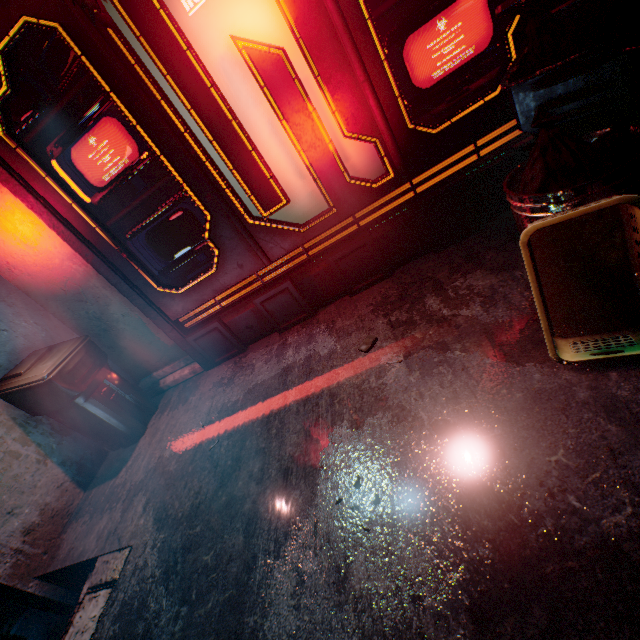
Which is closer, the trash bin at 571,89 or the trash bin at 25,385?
the trash bin at 571,89

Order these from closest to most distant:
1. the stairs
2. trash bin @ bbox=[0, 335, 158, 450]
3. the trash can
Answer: the trash can, the stairs, trash bin @ bbox=[0, 335, 158, 450]

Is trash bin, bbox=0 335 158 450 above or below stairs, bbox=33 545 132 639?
above

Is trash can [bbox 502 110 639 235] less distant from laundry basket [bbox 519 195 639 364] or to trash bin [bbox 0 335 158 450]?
laundry basket [bbox 519 195 639 364]

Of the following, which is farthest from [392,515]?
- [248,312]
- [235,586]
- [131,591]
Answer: [248,312]

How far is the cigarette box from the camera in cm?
204

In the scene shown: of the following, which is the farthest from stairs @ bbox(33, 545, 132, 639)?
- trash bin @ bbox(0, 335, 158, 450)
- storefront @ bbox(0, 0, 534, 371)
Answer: storefront @ bbox(0, 0, 534, 371)

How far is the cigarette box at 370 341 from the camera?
2.0m
